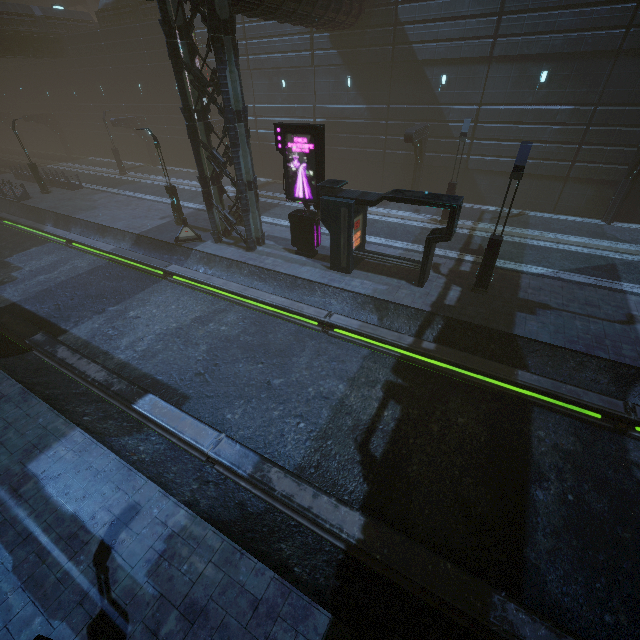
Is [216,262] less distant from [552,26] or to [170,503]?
[170,503]

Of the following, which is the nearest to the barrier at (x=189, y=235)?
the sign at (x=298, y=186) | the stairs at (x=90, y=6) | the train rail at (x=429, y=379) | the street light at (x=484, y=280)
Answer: the train rail at (x=429, y=379)

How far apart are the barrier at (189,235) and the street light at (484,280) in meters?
15.1

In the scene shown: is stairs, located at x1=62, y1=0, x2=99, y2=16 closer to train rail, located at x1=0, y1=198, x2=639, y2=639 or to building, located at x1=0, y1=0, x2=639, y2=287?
building, located at x1=0, y1=0, x2=639, y2=287

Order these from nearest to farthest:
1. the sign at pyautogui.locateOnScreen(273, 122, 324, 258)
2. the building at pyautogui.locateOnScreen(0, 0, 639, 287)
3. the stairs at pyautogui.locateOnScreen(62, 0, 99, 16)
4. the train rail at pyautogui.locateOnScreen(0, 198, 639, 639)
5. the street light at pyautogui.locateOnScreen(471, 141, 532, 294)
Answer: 1. the train rail at pyautogui.locateOnScreen(0, 198, 639, 639)
2. the street light at pyautogui.locateOnScreen(471, 141, 532, 294)
3. the sign at pyautogui.locateOnScreen(273, 122, 324, 258)
4. the building at pyautogui.locateOnScreen(0, 0, 639, 287)
5. the stairs at pyautogui.locateOnScreen(62, 0, 99, 16)

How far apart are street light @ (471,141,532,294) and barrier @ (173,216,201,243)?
15.1 meters

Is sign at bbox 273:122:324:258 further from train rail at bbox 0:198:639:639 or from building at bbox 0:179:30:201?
train rail at bbox 0:198:639:639

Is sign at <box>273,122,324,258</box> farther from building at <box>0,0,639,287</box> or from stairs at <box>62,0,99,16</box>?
stairs at <box>62,0,99,16</box>
